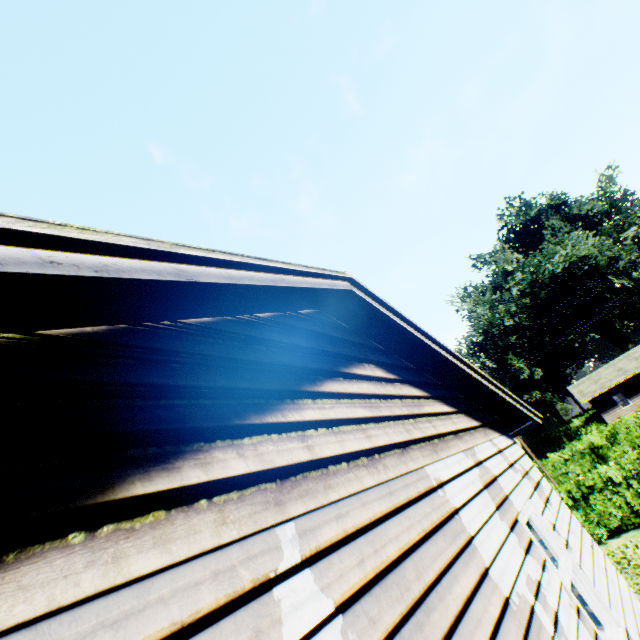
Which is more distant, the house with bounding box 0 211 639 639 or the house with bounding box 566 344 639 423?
the house with bounding box 566 344 639 423

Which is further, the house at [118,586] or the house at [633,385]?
the house at [633,385]

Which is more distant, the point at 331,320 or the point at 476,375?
the point at 476,375
